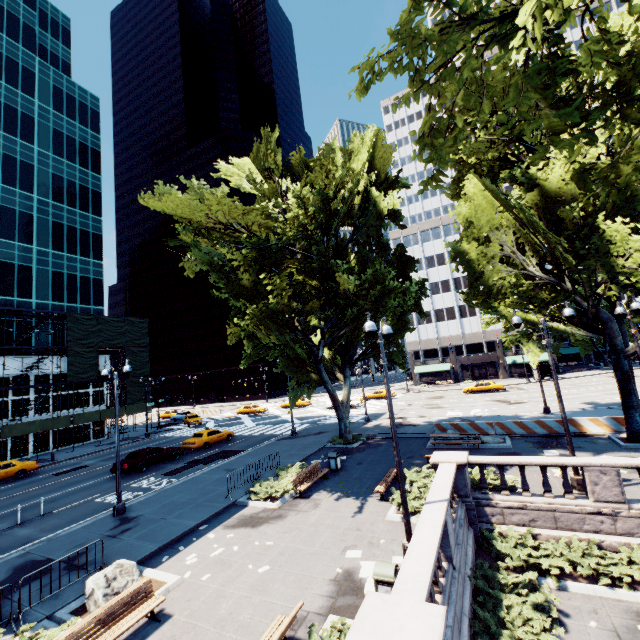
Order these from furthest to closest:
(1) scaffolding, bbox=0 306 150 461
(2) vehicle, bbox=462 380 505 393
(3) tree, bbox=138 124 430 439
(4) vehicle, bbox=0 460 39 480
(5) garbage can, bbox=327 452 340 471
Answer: (2) vehicle, bbox=462 380 505 393 → (1) scaffolding, bbox=0 306 150 461 → (4) vehicle, bbox=0 460 39 480 → (5) garbage can, bbox=327 452 340 471 → (3) tree, bbox=138 124 430 439

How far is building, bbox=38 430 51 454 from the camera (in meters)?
36.07

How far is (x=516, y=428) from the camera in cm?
2150

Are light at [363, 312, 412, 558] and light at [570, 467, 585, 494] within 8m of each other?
yes

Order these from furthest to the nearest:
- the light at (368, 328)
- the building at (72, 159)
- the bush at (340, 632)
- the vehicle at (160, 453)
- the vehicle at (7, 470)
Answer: the building at (72, 159), the vehicle at (7, 470), the vehicle at (160, 453), the light at (368, 328), the bush at (340, 632)

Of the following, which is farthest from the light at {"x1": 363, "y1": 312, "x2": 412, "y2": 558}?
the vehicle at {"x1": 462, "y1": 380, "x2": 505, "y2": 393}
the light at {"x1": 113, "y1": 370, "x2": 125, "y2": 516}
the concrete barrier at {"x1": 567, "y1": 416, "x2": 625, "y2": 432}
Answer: the vehicle at {"x1": 462, "y1": 380, "x2": 505, "y2": 393}

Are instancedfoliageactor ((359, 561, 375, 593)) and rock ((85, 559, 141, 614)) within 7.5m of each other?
yes

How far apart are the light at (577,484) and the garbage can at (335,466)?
10.7m
